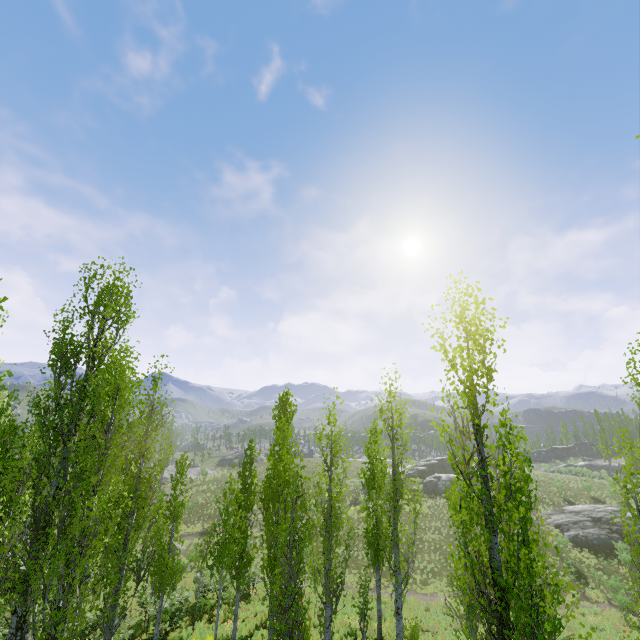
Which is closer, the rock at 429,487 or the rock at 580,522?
the rock at 580,522

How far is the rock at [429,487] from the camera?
46.62m

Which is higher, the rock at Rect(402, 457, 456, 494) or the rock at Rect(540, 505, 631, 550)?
the rock at Rect(402, 457, 456, 494)

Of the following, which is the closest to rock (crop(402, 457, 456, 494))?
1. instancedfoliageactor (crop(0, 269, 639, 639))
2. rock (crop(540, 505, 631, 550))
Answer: instancedfoliageactor (crop(0, 269, 639, 639))

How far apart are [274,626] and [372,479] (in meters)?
9.90

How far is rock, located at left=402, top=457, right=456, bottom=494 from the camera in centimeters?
4662cm

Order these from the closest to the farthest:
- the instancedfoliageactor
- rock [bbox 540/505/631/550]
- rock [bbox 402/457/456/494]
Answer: the instancedfoliageactor < rock [bbox 540/505/631/550] < rock [bbox 402/457/456/494]
